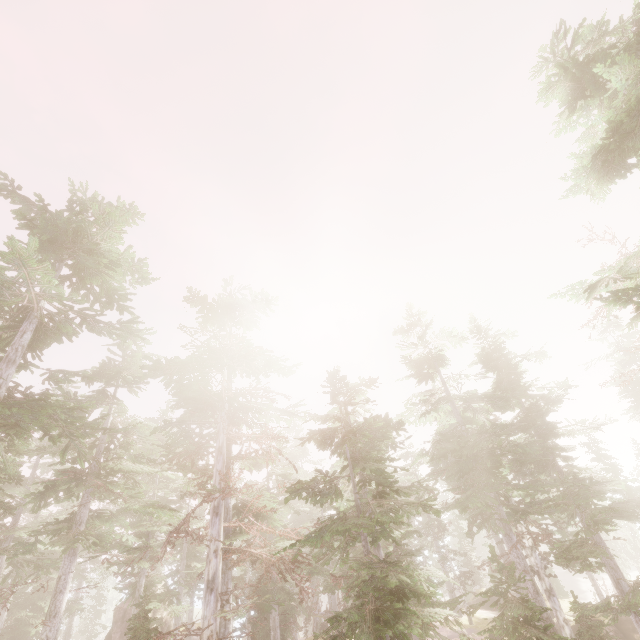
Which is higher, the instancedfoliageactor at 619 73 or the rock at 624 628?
the instancedfoliageactor at 619 73

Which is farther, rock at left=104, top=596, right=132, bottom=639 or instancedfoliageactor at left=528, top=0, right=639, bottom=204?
rock at left=104, top=596, right=132, bottom=639

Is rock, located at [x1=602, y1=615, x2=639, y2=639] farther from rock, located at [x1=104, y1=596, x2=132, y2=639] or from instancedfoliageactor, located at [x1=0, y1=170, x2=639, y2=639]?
rock, located at [x1=104, y1=596, x2=132, y2=639]

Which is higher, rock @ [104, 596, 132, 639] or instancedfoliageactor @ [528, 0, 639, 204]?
instancedfoliageactor @ [528, 0, 639, 204]

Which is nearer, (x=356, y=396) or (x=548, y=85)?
(x=548, y=85)

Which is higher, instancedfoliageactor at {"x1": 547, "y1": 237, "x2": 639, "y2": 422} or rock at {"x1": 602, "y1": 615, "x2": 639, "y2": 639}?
instancedfoliageactor at {"x1": 547, "y1": 237, "x2": 639, "y2": 422}

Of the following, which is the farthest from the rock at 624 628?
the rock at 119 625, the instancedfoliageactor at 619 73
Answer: the rock at 119 625
